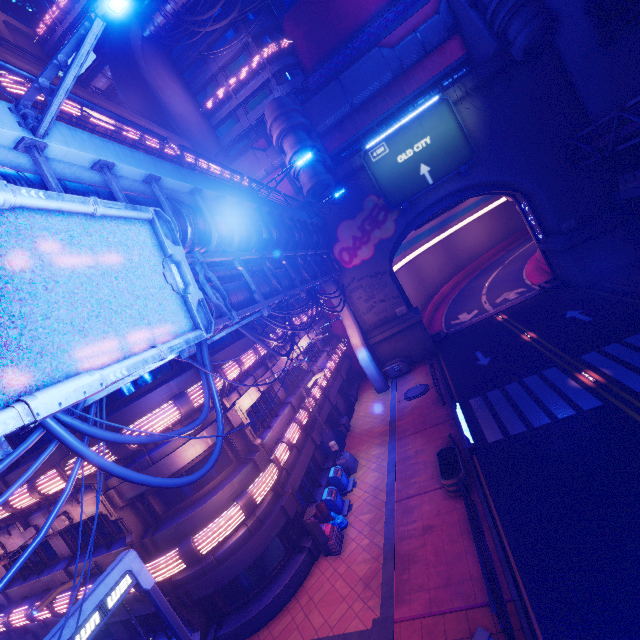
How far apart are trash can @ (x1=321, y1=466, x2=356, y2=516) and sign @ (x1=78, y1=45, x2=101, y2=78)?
48.1 meters

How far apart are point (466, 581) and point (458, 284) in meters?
47.8 m

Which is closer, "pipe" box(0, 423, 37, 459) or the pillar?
A: "pipe" box(0, 423, 37, 459)

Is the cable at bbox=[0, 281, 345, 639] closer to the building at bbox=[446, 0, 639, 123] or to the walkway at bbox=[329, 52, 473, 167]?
the walkway at bbox=[329, 52, 473, 167]

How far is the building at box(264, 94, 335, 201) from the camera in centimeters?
2492cm

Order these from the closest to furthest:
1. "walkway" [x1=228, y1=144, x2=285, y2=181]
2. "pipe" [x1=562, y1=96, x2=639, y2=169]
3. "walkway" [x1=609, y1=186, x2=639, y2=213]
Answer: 1. "pipe" [x1=562, y1=96, x2=639, y2=169]
2. "walkway" [x1=609, y1=186, x2=639, y2=213]
3. "walkway" [x1=228, y1=144, x2=285, y2=181]

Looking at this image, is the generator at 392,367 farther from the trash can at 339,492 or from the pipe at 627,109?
the pipe at 627,109

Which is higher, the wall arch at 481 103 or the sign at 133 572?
the wall arch at 481 103
